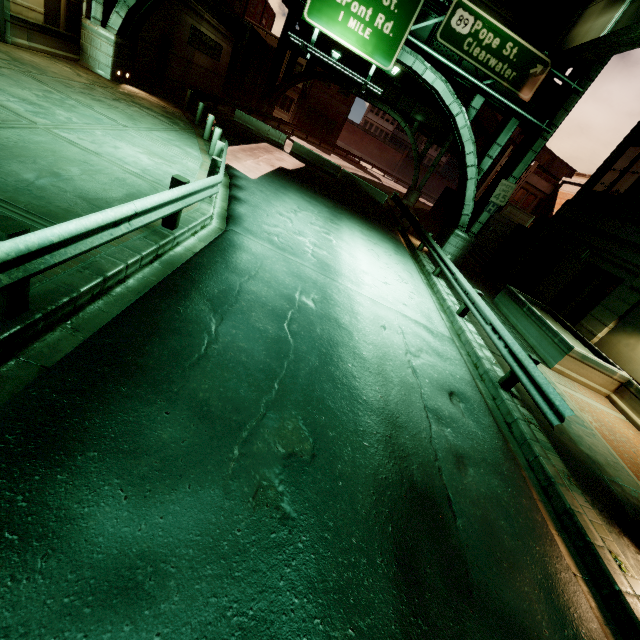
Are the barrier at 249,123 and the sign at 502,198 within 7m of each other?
no

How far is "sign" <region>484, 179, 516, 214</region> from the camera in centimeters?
1588cm

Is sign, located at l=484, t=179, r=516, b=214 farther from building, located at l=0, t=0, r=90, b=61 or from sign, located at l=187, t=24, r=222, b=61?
sign, located at l=187, t=24, r=222, b=61

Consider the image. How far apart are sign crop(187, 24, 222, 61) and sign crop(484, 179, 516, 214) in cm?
2206

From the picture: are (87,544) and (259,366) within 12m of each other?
yes

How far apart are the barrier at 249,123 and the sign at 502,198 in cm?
1573

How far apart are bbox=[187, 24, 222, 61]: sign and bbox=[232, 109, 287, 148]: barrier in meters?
4.9 m

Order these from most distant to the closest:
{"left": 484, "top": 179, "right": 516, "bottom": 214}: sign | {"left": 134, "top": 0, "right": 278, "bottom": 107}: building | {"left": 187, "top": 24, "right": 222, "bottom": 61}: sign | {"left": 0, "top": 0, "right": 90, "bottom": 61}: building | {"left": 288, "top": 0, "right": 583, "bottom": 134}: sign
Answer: {"left": 187, "top": 24, "right": 222, "bottom": 61}: sign → {"left": 134, "top": 0, "right": 278, "bottom": 107}: building → {"left": 484, "top": 179, "right": 516, "bottom": 214}: sign → {"left": 288, "top": 0, "right": 583, "bottom": 134}: sign → {"left": 0, "top": 0, "right": 90, "bottom": 61}: building
